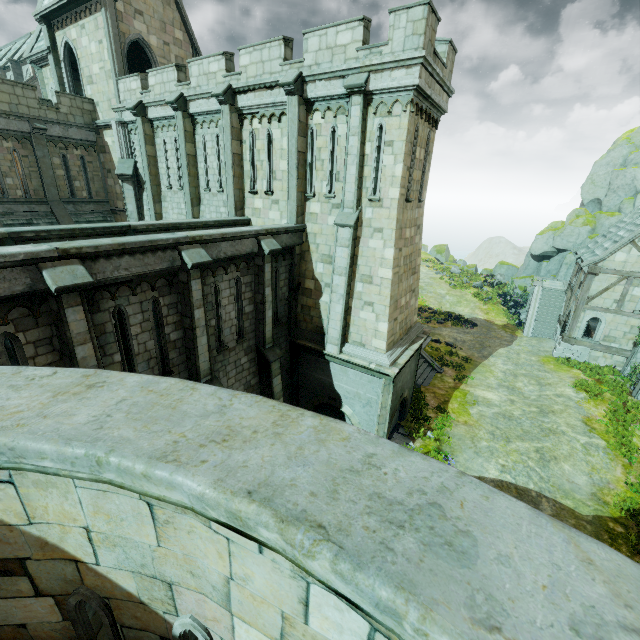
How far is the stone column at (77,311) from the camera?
6.6 meters

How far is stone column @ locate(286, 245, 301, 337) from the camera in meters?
14.2

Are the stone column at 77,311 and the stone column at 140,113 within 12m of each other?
no

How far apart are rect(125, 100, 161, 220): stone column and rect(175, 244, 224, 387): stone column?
11.0 meters

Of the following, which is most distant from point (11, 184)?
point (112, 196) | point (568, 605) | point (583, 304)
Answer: point (583, 304)

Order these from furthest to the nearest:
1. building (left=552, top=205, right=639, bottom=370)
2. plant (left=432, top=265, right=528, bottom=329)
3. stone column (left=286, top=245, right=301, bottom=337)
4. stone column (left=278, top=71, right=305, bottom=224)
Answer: plant (left=432, top=265, right=528, bottom=329), building (left=552, top=205, right=639, bottom=370), stone column (left=286, top=245, right=301, bottom=337), stone column (left=278, top=71, right=305, bottom=224)

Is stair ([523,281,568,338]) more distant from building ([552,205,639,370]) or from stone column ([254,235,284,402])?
stone column ([254,235,284,402])

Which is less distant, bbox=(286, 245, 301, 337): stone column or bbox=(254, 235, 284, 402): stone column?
bbox=(254, 235, 284, 402): stone column
